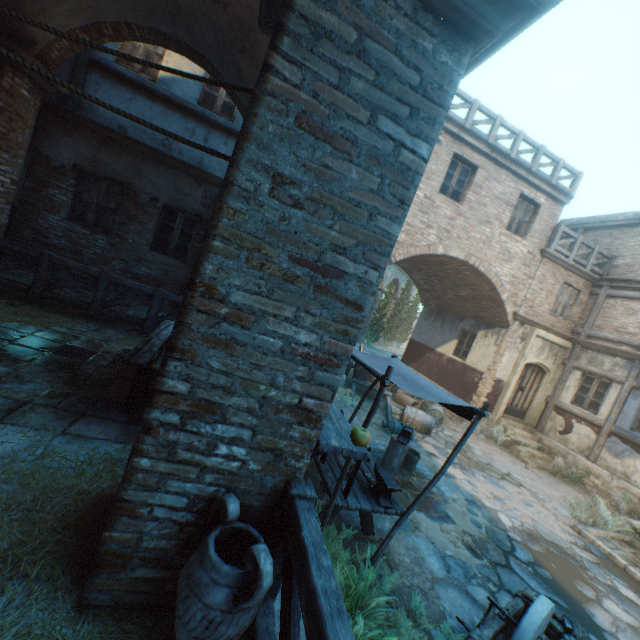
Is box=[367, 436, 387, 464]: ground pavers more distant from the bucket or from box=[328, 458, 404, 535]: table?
box=[328, 458, 404, 535]: table

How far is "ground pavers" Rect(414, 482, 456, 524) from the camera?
5.9 meters

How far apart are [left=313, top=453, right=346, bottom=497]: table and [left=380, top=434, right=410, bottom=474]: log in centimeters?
121cm

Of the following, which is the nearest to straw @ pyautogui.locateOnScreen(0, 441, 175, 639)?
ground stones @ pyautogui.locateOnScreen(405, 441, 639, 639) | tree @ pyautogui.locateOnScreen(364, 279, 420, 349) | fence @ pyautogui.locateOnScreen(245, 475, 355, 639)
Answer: fence @ pyautogui.locateOnScreen(245, 475, 355, 639)

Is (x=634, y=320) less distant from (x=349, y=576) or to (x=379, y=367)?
(x=379, y=367)

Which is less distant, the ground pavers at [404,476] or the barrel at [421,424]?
the ground pavers at [404,476]

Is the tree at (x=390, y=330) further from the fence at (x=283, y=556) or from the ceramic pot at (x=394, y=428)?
the fence at (x=283, y=556)

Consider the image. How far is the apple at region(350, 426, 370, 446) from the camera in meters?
2.1 m
